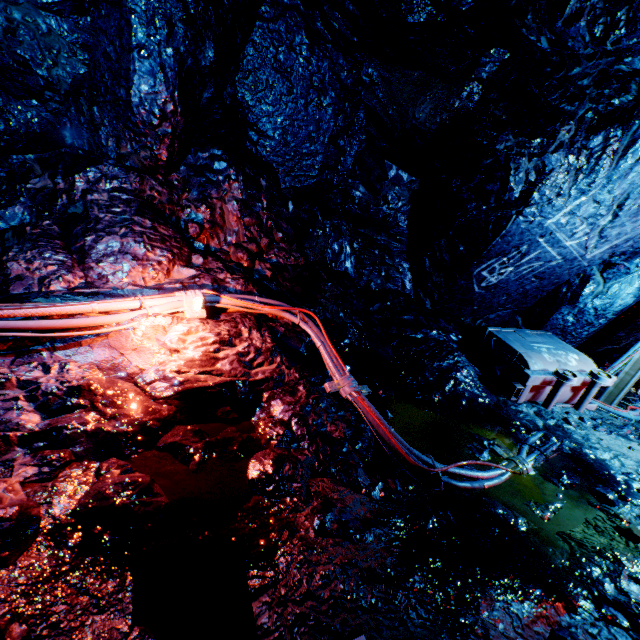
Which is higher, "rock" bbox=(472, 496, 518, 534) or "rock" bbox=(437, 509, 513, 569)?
"rock" bbox=(437, 509, 513, 569)

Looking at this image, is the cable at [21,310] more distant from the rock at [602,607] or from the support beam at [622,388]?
the support beam at [622,388]

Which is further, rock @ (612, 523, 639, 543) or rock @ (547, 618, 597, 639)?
rock @ (612, 523, 639, 543)

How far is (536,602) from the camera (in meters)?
1.96

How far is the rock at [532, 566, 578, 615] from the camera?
2.0 meters

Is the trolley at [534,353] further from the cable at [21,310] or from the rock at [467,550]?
the cable at [21,310]

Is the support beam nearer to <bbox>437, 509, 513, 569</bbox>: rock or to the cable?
<bbox>437, 509, 513, 569</bbox>: rock
